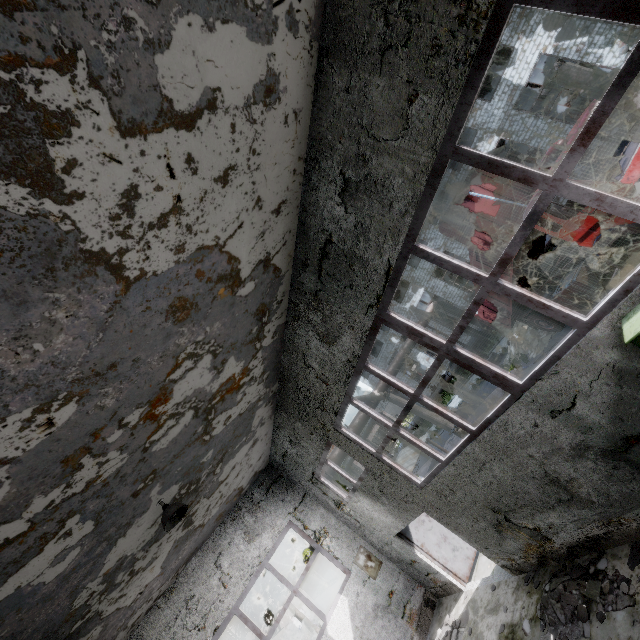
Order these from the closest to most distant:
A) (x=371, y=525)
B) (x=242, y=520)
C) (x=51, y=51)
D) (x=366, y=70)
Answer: (x=51, y=51) < (x=366, y=70) < (x=371, y=525) < (x=242, y=520)

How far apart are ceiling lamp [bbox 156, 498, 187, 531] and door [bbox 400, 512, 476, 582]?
6.5m

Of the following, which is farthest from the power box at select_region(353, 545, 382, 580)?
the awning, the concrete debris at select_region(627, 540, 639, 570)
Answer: the concrete debris at select_region(627, 540, 639, 570)

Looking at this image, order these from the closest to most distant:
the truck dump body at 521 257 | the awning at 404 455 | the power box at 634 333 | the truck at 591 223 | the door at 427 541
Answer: the power box at 634 333 → the truck at 591 223 → the awning at 404 455 → the door at 427 541 → the truck dump body at 521 257

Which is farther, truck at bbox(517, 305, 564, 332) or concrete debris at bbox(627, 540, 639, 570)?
truck at bbox(517, 305, 564, 332)

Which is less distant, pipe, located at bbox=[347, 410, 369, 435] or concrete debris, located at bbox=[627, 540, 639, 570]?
concrete debris, located at bbox=[627, 540, 639, 570]

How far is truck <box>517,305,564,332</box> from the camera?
12.6m

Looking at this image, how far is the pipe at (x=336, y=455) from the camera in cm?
1361
